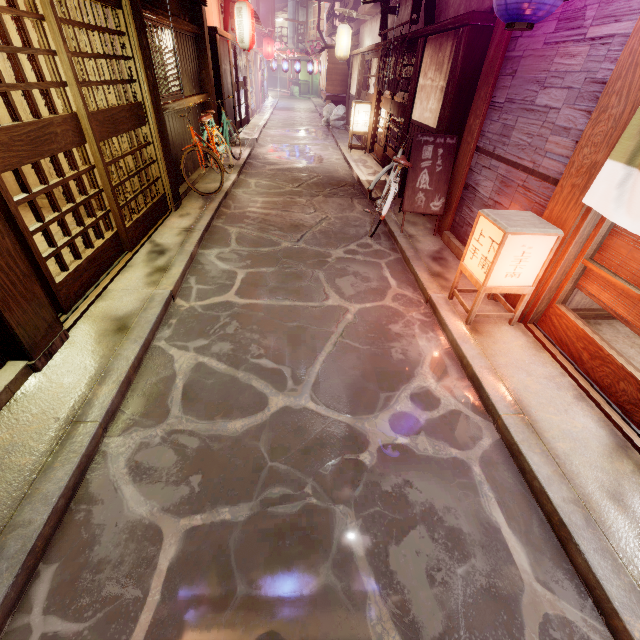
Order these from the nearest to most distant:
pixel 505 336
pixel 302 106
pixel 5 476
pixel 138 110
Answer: pixel 5 476, pixel 505 336, pixel 138 110, pixel 302 106

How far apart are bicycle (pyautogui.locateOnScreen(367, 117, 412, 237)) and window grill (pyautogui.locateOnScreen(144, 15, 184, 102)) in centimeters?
710cm

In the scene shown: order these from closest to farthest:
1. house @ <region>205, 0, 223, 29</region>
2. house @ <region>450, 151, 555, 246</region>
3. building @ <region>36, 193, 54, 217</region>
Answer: house @ <region>450, 151, 555, 246</region>, building @ <region>36, 193, 54, 217</region>, house @ <region>205, 0, 223, 29</region>

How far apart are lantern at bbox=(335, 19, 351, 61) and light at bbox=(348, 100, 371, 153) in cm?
780

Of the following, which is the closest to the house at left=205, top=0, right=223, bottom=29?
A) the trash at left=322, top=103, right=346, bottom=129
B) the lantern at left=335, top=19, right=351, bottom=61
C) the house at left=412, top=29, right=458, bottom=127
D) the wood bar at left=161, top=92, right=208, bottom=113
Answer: the wood bar at left=161, top=92, right=208, bottom=113

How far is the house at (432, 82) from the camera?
10.1m

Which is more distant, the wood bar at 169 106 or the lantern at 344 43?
the lantern at 344 43

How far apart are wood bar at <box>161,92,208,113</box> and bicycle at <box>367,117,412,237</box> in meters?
6.9 m
